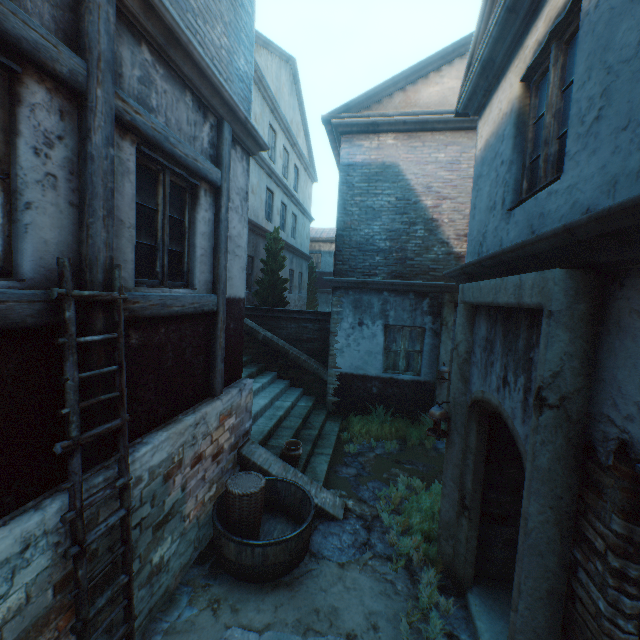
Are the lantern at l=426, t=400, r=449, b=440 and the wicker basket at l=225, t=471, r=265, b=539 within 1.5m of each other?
no

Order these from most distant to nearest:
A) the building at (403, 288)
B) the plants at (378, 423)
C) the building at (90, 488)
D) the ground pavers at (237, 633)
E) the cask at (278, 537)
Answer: the plants at (378, 423) → the cask at (278, 537) → the ground pavers at (237, 633) → the building at (90, 488) → the building at (403, 288)

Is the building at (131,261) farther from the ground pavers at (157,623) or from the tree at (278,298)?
the tree at (278,298)

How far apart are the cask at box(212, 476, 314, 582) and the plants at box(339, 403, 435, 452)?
2.8m

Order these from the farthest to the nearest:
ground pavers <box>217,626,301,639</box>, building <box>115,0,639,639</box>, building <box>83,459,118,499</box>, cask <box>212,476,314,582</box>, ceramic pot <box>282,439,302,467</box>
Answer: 1. ceramic pot <box>282,439,302,467</box>
2. cask <box>212,476,314,582</box>
3. ground pavers <box>217,626,301,639</box>
4. building <box>83,459,118,499</box>
5. building <box>115,0,639,639</box>

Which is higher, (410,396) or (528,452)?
(528,452)

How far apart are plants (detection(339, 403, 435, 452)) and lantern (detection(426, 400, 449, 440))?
3.3m

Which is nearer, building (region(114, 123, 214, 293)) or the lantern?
building (region(114, 123, 214, 293))
